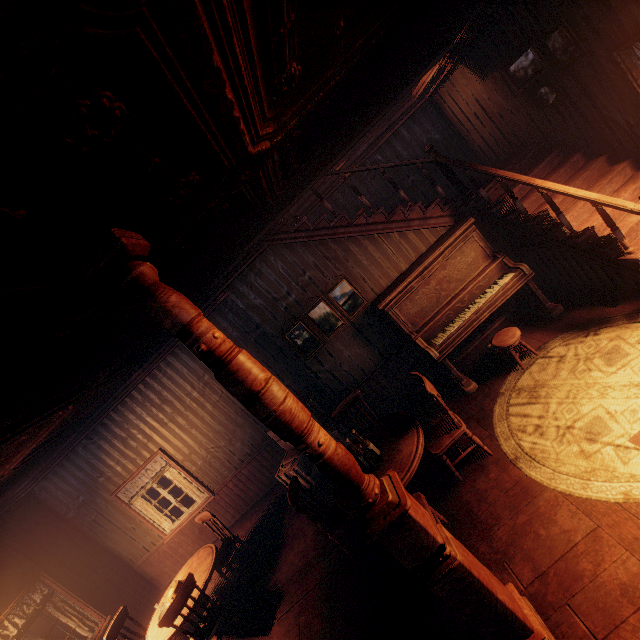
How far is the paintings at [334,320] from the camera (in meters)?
5.53

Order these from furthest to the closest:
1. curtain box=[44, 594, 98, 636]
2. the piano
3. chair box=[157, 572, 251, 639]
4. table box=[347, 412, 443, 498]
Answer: curtain box=[44, 594, 98, 636] → the piano → chair box=[157, 572, 251, 639] → table box=[347, 412, 443, 498]

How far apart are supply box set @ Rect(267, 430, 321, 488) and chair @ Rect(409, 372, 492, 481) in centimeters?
202cm

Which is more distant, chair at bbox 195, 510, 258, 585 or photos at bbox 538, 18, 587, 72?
chair at bbox 195, 510, 258, 585

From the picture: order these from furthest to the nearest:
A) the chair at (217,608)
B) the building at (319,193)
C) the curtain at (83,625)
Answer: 1. the curtain at (83,625)
2. the chair at (217,608)
3. the building at (319,193)

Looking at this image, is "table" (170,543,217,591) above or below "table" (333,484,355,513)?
above

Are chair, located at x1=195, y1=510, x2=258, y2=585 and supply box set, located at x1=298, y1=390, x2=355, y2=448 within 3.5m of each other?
yes

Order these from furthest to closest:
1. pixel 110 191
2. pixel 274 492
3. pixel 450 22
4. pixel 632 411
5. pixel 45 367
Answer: pixel 274 492, pixel 450 22, pixel 632 411, pixel 45 367, pixel 110 191
